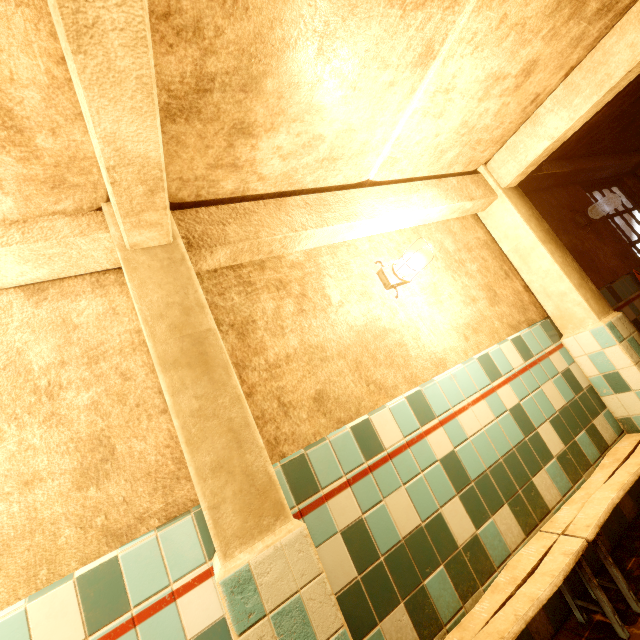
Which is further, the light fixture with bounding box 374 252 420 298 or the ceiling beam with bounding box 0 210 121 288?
the light fixture with bounding box 374 252 420 298

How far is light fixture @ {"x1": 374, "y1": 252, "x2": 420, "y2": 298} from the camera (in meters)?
2.32

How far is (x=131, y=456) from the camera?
1.50m

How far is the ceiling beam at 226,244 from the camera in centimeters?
179cm

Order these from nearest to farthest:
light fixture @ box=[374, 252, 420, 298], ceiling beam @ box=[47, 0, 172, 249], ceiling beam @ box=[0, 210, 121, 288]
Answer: ceiling beam @ box=[47, 0, 172, 249]
ceiling beam @ box=[0, 210, 121, 288]
light fixture @ box=[374, 252, 420, 298]

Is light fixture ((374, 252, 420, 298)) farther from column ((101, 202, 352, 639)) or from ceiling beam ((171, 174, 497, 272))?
column ((101, 202, 352, 639))

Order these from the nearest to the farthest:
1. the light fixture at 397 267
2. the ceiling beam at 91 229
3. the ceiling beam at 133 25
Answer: the ceiling beam at 133 25, the ceiling beam at 91 229, the light fixture at 397 267

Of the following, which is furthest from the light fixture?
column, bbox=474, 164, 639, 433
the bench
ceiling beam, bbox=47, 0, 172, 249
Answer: the bench
